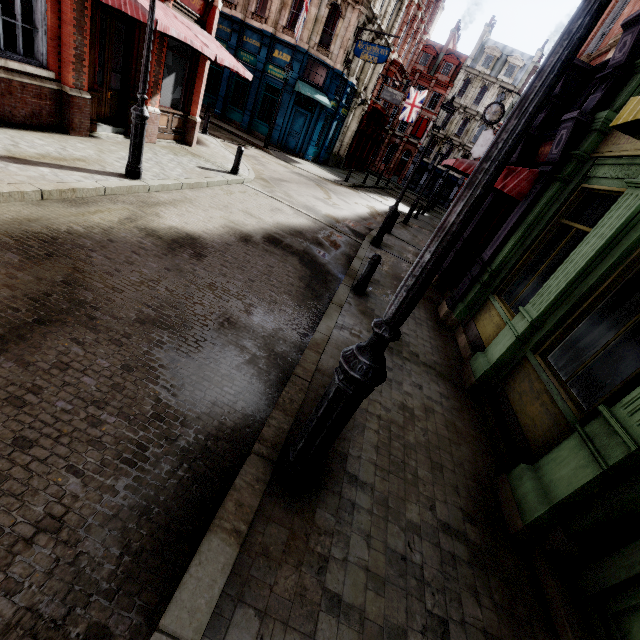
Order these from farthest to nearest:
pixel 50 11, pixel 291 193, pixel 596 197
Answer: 1. pixel 291 193
2. pixel 50 11
3. pixel 596 197

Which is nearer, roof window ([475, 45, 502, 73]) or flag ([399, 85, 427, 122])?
flag ([399, 85, 427, 122])

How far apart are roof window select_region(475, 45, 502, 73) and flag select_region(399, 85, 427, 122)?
18.3m

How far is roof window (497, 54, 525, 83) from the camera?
41.56m

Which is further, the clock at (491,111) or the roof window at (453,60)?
the roof window at (453,60)

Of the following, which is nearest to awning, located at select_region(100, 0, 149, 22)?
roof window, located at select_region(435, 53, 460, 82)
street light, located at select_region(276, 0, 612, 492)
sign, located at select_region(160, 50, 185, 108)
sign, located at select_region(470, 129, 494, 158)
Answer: sign, located at select_region(160, 50, 185, 108)

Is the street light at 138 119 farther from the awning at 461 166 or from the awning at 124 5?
the awning at 461 166

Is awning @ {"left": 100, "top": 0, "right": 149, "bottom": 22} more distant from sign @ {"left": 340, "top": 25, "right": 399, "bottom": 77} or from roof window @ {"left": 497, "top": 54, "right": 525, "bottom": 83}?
roof window @ {"left": 497, "top": 54, "right": 525, "bottom": 83}
